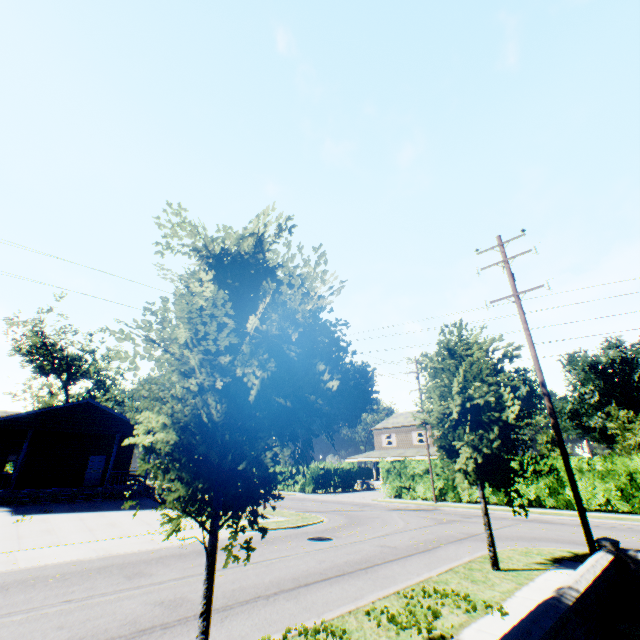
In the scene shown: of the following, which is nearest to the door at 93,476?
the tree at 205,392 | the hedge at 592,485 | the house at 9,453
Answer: the house at 9,453

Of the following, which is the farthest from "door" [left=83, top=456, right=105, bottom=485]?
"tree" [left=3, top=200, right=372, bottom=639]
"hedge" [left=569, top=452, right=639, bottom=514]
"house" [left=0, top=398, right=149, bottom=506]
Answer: "hedge" [left=569, top=452, right=639, bottom=514]

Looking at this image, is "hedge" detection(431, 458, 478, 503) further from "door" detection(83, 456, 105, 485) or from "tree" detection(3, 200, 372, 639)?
"tree" detection(3, 200, 372, 639)

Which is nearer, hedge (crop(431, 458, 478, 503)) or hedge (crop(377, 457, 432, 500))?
hedge (crop(431, 458, 478, 503))

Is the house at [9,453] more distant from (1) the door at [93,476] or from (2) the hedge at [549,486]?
(2) the hedge at [549,486]

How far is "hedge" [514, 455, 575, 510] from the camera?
20.8m

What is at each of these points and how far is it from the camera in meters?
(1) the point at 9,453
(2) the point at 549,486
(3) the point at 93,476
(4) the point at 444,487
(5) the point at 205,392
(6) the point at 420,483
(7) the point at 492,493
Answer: (1) house, 22.9 m
(2) hedge, 22.8 m
(3) door, 25.8 m
(4) hedge, 26.3 m
(5) tree, 5.1 m
(6) hedge, 27.9 m
(7) hedge, 23.9 m

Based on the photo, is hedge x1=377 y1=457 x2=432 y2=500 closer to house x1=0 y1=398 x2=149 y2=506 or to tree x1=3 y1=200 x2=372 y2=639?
house x1=0 y1=398 x2=149 y2=506
